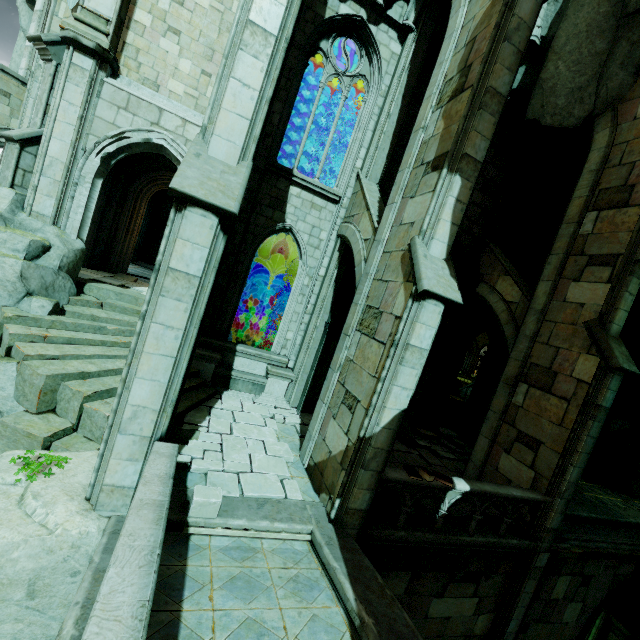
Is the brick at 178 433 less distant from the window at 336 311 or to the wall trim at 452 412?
the window at 336 311

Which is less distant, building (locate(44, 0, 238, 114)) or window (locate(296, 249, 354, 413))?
building (locate(44, 0, 238, 114))

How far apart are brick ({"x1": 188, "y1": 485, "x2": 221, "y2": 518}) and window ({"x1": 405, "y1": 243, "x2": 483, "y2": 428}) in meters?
8.5

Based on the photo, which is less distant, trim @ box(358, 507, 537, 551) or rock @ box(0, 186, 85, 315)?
trim @ box(358, 507, 537, 551)

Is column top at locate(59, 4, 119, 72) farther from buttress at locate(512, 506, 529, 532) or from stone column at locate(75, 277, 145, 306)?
buttress at locate(512, 506, 529, 532)

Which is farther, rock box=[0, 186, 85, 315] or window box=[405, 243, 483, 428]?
window box=[405, 243, 483, 428]

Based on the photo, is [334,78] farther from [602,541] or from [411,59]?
[602,541]

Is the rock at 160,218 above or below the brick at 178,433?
above
